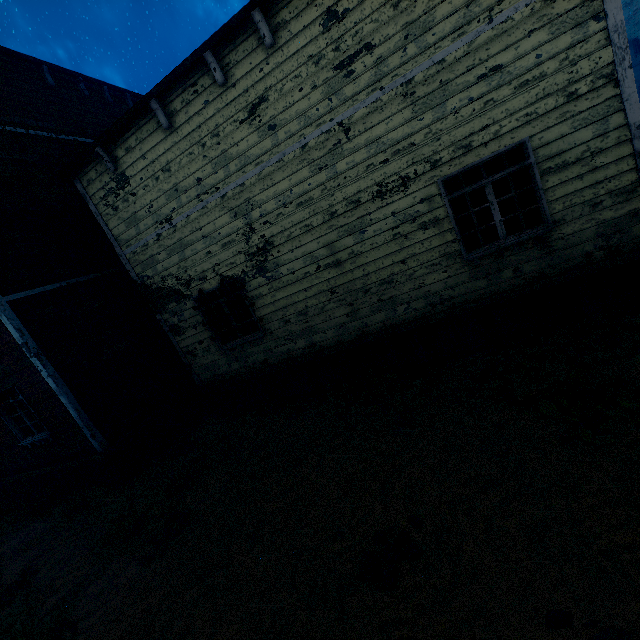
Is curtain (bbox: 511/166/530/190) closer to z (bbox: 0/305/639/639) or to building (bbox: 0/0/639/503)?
building (bbox: 0/0/639/503)

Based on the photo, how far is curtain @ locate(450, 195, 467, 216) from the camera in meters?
5.7

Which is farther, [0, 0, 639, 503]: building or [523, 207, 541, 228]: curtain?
[523, 207, 541, 228]: curtain

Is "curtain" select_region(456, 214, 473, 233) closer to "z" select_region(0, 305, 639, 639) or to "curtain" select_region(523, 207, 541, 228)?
"curtain" select_region(523, 207, 541, 228)

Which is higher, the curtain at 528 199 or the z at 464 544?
the curtain at 528 199

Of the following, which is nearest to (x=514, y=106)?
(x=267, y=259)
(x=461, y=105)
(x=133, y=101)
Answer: (x=461, y=105)
